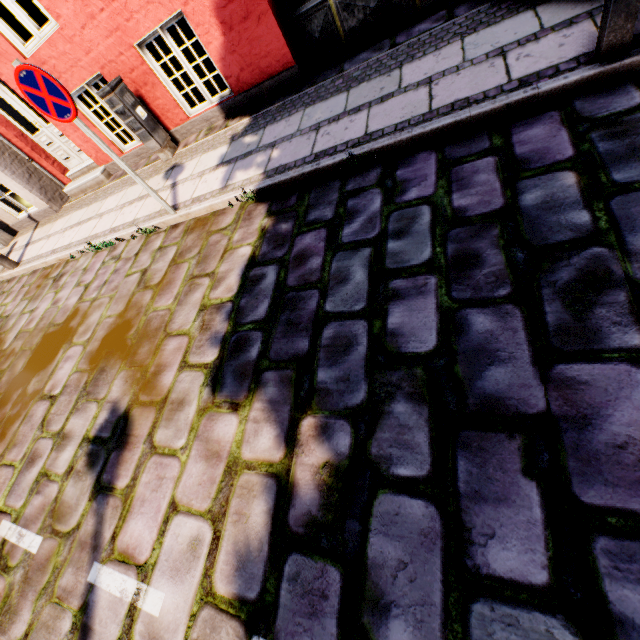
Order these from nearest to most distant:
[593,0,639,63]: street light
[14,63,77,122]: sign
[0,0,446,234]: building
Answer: [593,0,639,63]: street light < [14,63,77,122]: sign < [0,0,446,234]: building

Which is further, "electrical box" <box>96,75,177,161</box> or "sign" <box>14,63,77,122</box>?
"electrical box" <box>96,75,177,161</box>

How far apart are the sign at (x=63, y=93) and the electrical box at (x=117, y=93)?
2.0 meters

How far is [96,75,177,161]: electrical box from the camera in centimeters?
509cm

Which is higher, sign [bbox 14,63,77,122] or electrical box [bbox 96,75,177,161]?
sign [bbox 14,63,77,122]

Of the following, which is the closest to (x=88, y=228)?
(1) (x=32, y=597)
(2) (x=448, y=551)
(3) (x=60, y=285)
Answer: (3) (x=60, y=285)

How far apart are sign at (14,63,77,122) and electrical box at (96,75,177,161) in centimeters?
200cm

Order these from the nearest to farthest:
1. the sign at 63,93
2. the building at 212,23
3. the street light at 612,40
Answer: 1. the street light at 612,40
2. the sign at 63,93
3. the building at 212,23
